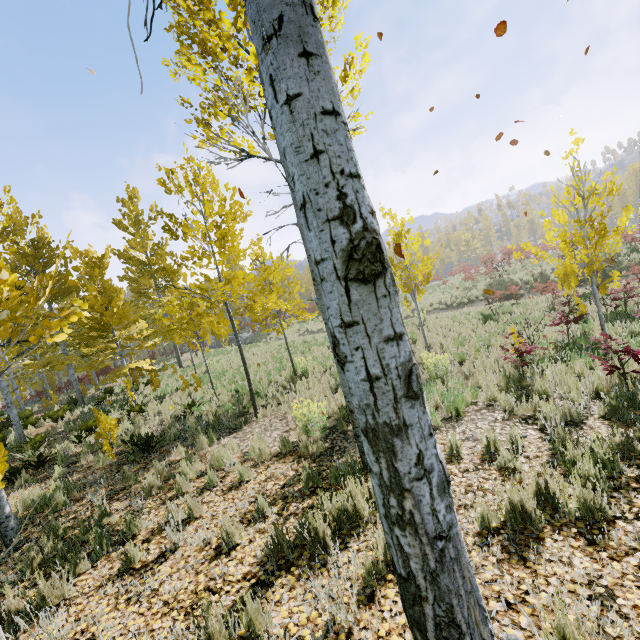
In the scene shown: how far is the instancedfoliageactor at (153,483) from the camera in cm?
542

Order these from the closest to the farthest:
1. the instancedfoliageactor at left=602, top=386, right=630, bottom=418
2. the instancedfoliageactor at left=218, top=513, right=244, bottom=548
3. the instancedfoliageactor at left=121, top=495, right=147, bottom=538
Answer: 1. the instancedfoliageactor at left=218, top=513, right=244, bottom=548
2. the instancedfoliageactor at left=121, top=495, right=147, bottom=538
3. the instancedfoliageactor at left=602, top=386, right=630, bottom=418

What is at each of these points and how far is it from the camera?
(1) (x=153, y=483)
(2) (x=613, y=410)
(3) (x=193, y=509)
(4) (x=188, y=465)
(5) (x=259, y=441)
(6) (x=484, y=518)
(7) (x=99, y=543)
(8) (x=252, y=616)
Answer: (1) instancedfoliageactor, 5.5m
(2) instancedfoliageactor, 5.1m
(3) instancedfoliageactor, 4.5m
(4) instancedfoliageactor, 5.8m
(5) instancedfoliageactor, 6.7m
(6) instancedfoliageactor, 3.3m
(7) instancedfoliageactor, 4.1m
(8) instancedfoliageactor, 2.6m

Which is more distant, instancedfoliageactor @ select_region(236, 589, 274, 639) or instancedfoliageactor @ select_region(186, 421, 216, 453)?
instancedfoliageactor @ select_region(186, 421, 216, 453)

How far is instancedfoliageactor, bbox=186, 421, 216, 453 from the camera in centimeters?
705cm

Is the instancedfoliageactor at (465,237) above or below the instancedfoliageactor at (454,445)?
above
